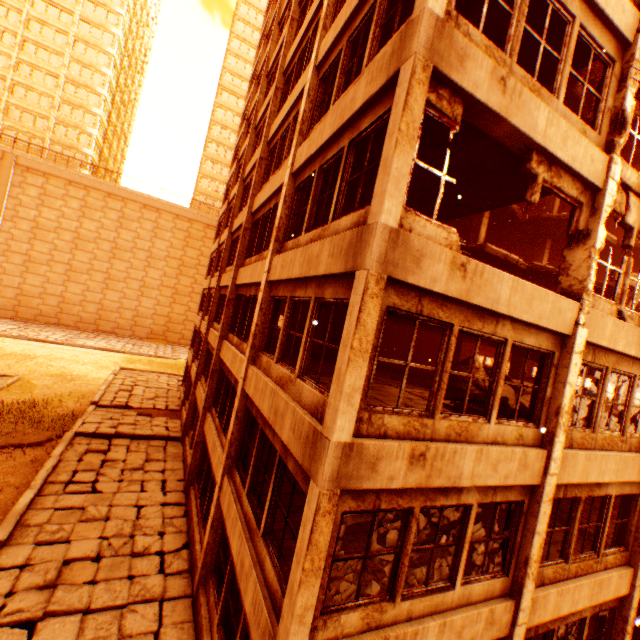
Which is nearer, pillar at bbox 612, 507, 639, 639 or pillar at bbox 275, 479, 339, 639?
pillar at bbox 275, 479, 339, 639

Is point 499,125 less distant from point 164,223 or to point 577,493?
point 577,493

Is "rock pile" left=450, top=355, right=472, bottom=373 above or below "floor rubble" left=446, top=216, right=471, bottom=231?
below

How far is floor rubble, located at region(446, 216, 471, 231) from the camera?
16.9 meters

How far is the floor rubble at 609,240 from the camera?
16.1m

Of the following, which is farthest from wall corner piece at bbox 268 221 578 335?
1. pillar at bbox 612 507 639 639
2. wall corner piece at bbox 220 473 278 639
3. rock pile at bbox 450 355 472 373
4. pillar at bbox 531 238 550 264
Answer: pillar at bbox 531 238 550 264

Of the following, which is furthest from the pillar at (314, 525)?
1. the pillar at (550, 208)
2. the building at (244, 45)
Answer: the building at (244, 45)

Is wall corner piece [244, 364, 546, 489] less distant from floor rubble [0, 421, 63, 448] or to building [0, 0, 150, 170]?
floor rubble [0, 421, 63, 448]
